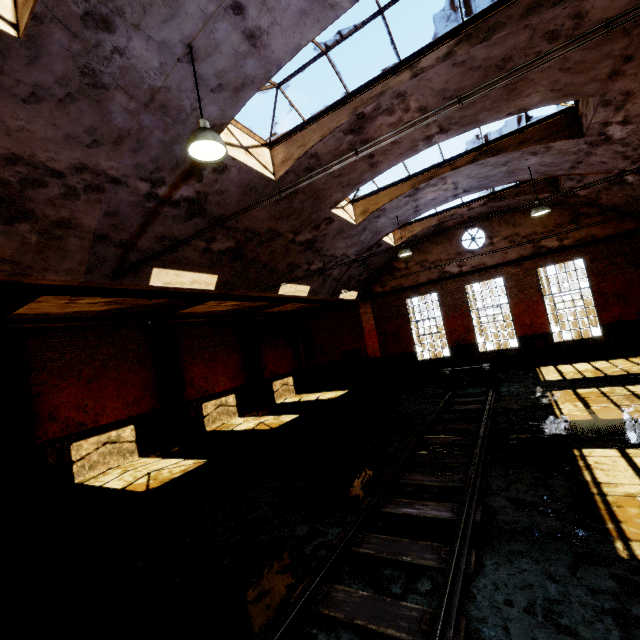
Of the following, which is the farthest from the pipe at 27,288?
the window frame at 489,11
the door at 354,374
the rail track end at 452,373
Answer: the rail track end at 452,373

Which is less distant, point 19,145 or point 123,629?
point 123,629

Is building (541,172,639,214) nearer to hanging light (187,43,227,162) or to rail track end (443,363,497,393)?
hanging light (187,43,227,162)

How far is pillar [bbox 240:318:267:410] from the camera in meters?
17.1

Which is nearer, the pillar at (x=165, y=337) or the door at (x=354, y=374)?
the pillar at (x=165, y=337)

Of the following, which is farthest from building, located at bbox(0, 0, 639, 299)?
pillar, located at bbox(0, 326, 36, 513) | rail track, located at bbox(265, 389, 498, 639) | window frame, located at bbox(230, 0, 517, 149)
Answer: pillar, located at bbox(0, 326, 36, 513)

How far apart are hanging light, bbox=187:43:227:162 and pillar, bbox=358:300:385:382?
15.2m

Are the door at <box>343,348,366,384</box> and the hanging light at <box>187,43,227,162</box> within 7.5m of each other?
no
